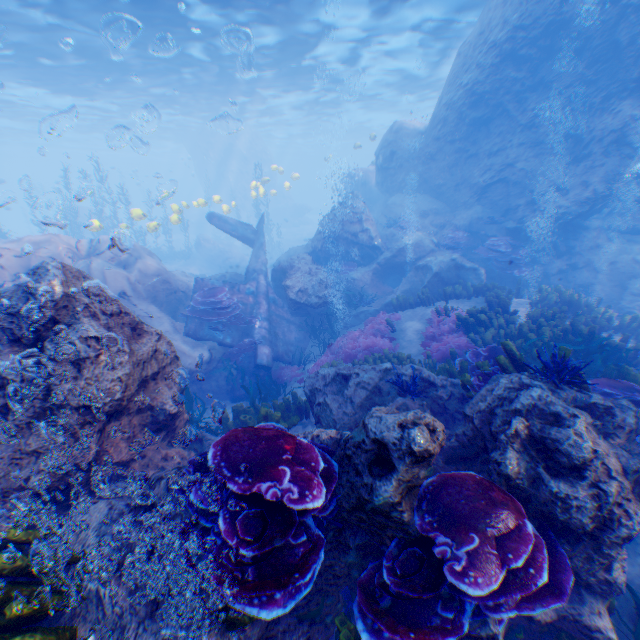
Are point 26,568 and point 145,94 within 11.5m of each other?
no

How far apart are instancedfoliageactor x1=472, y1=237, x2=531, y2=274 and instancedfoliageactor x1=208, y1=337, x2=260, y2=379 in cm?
929

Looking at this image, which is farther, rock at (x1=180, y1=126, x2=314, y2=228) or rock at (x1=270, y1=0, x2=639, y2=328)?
rock at (x1=180, y1=126, x2=314, y2=228)

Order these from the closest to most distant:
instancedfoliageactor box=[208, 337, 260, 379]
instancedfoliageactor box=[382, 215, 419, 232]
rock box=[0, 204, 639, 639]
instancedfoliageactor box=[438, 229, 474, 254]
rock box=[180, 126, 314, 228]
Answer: rock box=[0, 204, 639, 639] < instancedfoliageactor box=[208, 337, 260, 379] < instancedfoliageactor box=[438, 229, 474, 254] < instancedfoliageactor box=[382, 215, 419, 232] < rock box=[180, 126, 314, 228]

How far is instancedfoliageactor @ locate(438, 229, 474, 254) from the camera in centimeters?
1396cm

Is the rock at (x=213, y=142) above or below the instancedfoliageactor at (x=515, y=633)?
above

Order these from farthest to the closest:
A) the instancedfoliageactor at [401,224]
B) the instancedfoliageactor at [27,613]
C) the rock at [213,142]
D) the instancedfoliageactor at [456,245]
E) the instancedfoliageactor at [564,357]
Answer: the rock at [213,142] < the instancedfoliageactor at [401,224] < the instancedfoliageactor at [456,245] < the instancedfoliageactor at [564,357] < the instancedfoliageactor at [27,613]

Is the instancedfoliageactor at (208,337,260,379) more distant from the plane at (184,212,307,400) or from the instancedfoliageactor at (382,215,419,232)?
the instancedfoliageactor at (382,215,419,232)
